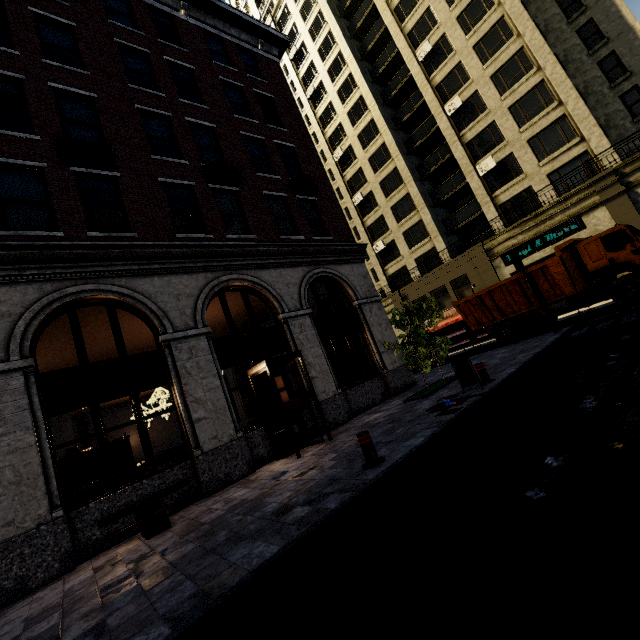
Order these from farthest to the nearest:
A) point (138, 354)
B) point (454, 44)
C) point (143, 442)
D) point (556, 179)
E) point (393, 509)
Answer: point (454, 44) → point (556, 179) → point (138, 354) → point (143, 442) → point (393, 509)

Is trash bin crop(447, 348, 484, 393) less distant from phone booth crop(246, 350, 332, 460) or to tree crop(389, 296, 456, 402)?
tree crop(389, 296, 456, 402)

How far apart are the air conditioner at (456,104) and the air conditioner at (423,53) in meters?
4.9

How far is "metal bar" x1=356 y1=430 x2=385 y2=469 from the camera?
5.47m

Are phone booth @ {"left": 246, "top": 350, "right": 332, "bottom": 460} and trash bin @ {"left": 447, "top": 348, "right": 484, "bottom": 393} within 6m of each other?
yes

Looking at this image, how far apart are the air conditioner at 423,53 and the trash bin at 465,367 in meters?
30.6

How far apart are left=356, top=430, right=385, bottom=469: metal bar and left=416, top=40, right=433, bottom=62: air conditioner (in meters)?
33.82

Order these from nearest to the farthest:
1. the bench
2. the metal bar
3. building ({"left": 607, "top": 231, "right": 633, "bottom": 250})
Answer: the metal bar < the bench < building ({"left": 607, "top": 231, "right": 633, "bottom": 250})
